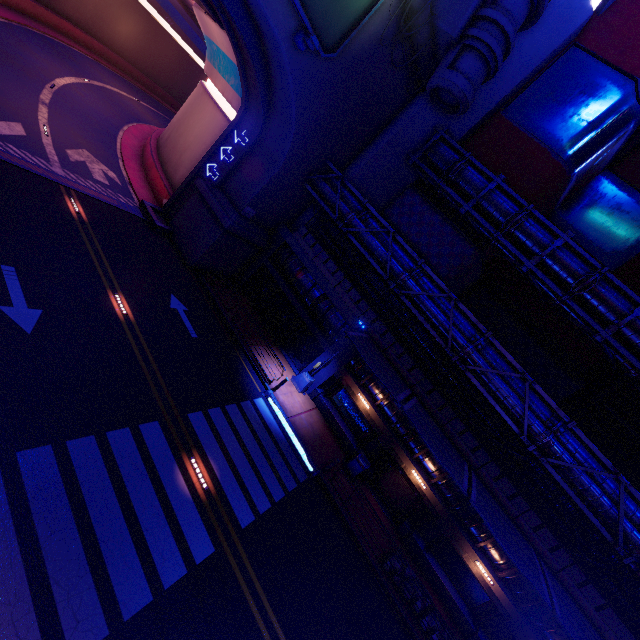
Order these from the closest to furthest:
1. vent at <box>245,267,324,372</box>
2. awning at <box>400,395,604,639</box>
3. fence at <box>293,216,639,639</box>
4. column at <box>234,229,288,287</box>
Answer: awning at <box>400,395,604,639</box>, fence at <box>293,216,639,639</box>, vent at <box>245,267,324,372</box>, column at <box>234,229,288,287</box>

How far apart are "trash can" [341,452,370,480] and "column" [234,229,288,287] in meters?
13.8 m

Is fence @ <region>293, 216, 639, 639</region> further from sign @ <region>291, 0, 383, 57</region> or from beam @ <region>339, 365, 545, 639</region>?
sign @ <region>291, 0, 383, 57</region>

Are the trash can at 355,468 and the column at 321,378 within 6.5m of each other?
yes

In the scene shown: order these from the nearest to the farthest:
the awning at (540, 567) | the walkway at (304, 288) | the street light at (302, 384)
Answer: the awning at (540, 567)
the street light at (302, 384)
the walkway at (304, 288)

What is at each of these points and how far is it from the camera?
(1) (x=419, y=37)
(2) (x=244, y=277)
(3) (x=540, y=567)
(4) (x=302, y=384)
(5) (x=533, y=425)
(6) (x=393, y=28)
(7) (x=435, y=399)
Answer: (1) wall arch, 16.7m
(2) column, 23.7m
(3) awning, 13.4m
(4) street light, 20.0m
(5) pipe, 14.5m
(6) wall arch, 15.9m
(7) fence, 17.6m

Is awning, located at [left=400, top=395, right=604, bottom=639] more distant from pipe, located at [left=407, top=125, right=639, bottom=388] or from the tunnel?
the tunnel

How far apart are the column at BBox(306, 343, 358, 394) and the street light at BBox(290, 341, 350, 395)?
0.0m
